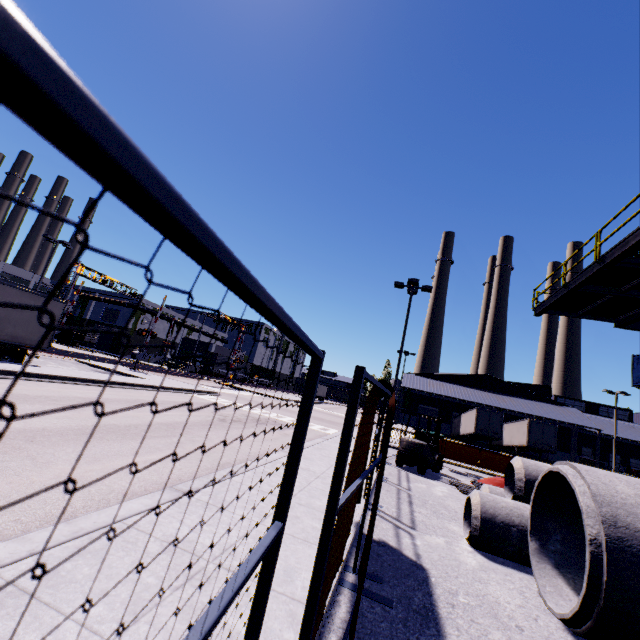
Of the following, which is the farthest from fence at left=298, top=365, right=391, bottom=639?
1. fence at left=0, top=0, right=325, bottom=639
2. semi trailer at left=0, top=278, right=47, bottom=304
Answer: semi trailer at left=0, top=278, right=47, bottom=304

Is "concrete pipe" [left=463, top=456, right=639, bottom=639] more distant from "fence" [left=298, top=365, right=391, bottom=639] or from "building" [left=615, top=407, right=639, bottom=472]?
"fence" [left=298, top=365, right=391, bottom=639]

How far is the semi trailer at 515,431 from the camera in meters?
32.4 m

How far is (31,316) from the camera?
16.09m

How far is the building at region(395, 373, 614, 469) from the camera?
43.0m

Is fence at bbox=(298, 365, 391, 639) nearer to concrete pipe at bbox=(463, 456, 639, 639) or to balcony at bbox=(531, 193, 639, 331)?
concrete pipe at bbox=(463, 456, 639, 639)

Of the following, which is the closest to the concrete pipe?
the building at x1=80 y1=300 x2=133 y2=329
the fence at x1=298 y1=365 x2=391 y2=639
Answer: the building at x1=80 y1=300 x2=133 y2=329

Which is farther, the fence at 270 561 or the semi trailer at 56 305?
the semi trailer at 56 305
